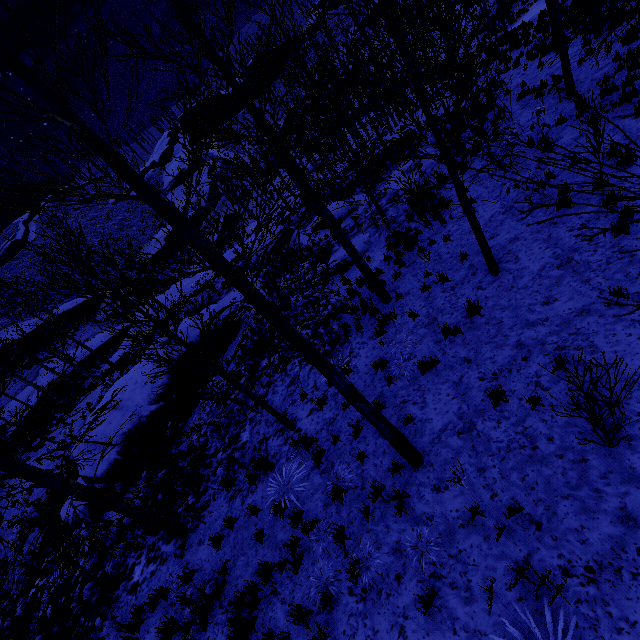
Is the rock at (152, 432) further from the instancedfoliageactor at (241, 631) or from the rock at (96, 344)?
the rock at (96, 344)

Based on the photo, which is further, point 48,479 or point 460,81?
point 460,81

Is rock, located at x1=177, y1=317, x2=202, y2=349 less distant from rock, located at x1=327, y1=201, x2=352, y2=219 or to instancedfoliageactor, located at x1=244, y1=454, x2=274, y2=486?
instancedfoliageactor, located at x1=244, y1=454, x2=274, y2=486

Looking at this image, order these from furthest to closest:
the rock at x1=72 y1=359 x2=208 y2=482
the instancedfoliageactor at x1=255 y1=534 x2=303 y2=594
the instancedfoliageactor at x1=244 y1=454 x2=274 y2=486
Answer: the rock at x1=72 y1=359 x2=208 y2=482 < the instancedfoliageactor at x1=244 y1=454 x2=274 y2=486 < the instancedfoliageactor at x1=255 y1=534 x2=303 y2=594

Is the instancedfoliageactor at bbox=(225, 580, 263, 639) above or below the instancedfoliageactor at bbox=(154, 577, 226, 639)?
above

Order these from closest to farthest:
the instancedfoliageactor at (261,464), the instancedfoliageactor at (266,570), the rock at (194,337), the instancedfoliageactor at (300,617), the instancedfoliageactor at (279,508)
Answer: the instancedfoliageactor at (300,617)
the instancedfoliageactor at (266,570)
the instancedfoliageactor at (279,508)
the instancedfoliageactor at (261,464)
the rock at (194,337)

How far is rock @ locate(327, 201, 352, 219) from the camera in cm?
1719

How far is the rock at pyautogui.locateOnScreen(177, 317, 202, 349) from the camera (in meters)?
14.11
